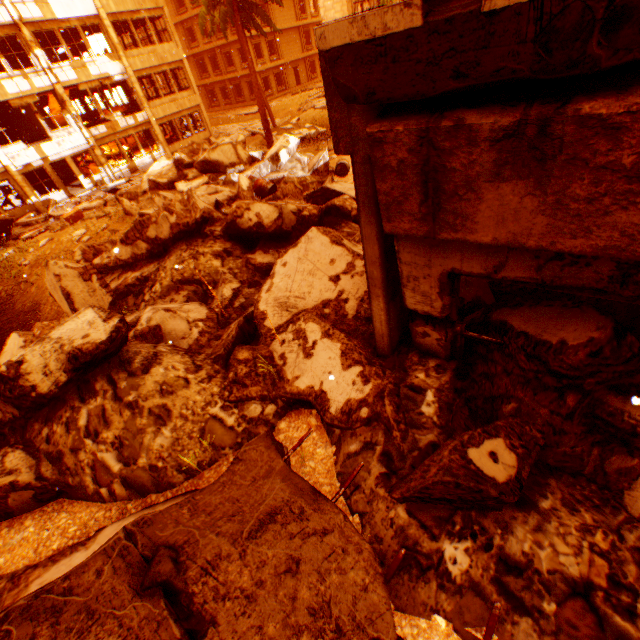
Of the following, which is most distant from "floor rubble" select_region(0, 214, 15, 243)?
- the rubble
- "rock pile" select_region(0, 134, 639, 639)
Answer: "rock pile" select_region(0, 134, 639, 639)

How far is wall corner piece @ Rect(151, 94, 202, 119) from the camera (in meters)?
24.58

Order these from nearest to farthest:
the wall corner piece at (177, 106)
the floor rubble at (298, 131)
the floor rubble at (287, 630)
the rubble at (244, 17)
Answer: the floor rubble at (287, 630)
the rubble at (244, 17)
the floor rubble at (298, 131)
the wall corner piece at (177, 106)

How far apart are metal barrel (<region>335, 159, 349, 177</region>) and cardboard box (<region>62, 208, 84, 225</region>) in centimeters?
1126cm

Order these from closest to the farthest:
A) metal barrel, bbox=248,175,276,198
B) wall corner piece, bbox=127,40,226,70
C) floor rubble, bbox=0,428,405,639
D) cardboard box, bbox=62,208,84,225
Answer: floor rubble, bbox=0,428,405,639 < metal barrel, bbox=248,175,276,198 < cardboard box, bbox=62,208,84,225 < wall corner piece, bbox=127,40,226,70

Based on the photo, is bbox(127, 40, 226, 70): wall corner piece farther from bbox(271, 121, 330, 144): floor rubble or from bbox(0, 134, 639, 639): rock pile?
bbox(271, 121, 330, 144): floor rubble

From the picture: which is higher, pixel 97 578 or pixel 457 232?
pixel 457 232

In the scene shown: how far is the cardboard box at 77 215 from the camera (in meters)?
13.98
